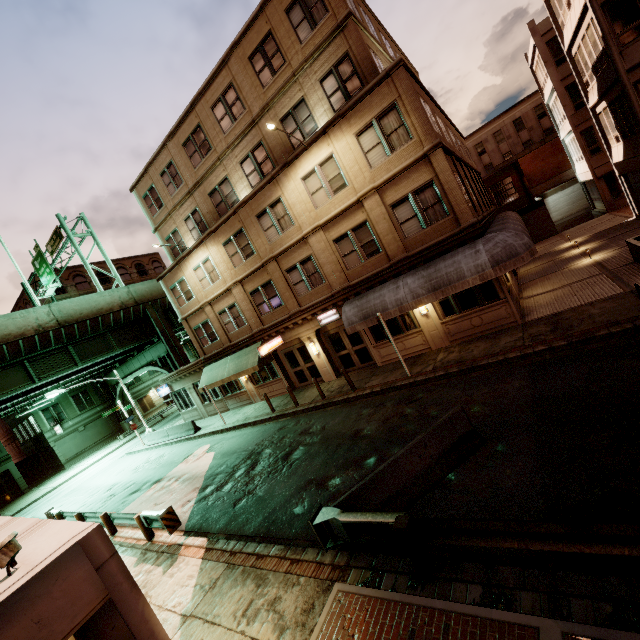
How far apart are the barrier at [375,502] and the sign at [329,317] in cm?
997

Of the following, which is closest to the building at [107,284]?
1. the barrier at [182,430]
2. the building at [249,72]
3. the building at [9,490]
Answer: the building at [9,490]

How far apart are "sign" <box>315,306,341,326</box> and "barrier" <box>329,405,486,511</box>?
9.97m

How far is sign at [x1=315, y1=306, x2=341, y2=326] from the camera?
17.69m

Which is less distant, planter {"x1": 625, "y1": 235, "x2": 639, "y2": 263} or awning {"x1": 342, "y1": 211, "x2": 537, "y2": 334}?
awning {"x1": 342, "y1": 211, "x2": 537, "y2": 334}

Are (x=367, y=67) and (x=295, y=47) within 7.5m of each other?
yes

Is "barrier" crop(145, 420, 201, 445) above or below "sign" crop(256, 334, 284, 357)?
below

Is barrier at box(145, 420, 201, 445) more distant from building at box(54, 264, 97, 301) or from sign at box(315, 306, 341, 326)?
building at box(54, 264, 97, 301)
